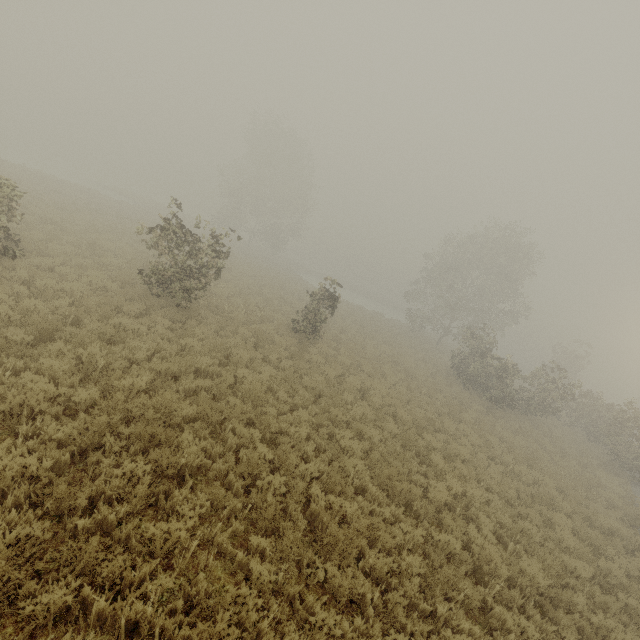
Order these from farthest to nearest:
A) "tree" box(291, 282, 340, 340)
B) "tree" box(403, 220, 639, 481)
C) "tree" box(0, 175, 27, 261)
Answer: "tree" box(403, 220, 639, 481), "tree" box(291, 282, 340, 340), "tree" box(0, 175, 27, 261)

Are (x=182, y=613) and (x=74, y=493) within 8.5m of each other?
yes

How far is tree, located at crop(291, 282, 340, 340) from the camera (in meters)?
15.81

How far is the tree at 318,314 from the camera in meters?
15.8 m

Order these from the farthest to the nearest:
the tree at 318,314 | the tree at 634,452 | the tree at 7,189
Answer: the tree at 634,452 < the tree at 318,314 < the tree at 7,189

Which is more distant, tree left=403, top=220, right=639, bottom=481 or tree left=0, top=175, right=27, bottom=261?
tree left=403, top=220, right=639, bottom=481
